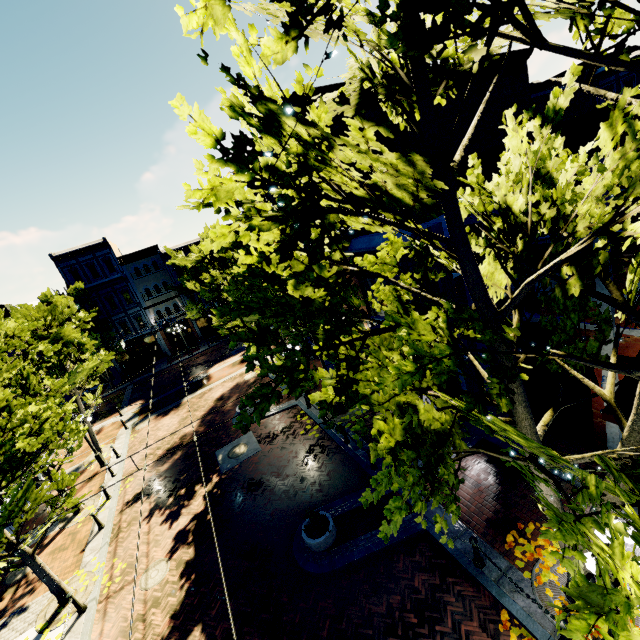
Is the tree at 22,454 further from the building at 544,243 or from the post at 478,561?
the post at 478,561

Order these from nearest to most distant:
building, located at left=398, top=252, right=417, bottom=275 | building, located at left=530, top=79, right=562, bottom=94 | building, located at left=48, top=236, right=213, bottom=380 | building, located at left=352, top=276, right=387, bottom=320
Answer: building, located at left=398, top=252, right=417, bottom=275 → building, located at left=352, top=276, right=387, bottom=320 → building, located at left=48, top=236, right=213, bottom=380 → building, located at left=530, top=79, right=562, bottom=94

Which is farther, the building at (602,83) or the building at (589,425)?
the building at (602,83)

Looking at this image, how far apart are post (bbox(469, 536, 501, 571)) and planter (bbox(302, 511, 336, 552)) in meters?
3.9

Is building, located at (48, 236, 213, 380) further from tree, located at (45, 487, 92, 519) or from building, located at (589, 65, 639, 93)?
building, located at (589, 65, 639, 93)

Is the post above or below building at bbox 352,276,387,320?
below

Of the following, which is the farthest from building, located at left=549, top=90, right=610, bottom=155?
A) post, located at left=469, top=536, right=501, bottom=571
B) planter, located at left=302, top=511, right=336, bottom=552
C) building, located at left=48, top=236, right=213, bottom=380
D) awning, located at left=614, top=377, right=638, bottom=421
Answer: awning, located at left=614, top=377, right=638, bottom=421

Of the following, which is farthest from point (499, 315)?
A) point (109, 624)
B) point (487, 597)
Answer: point (109, 624)
